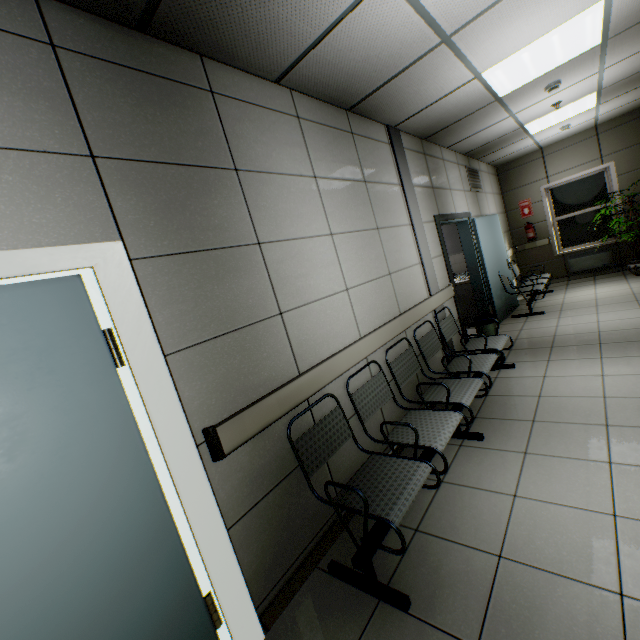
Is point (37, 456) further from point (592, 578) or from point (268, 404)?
point (592, 578)

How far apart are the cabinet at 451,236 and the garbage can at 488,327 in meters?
2.1 m

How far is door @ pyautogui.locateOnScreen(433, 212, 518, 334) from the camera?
4.7m

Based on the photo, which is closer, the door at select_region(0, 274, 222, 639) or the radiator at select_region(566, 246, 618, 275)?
the door at select_region(0, 274, 222, 639)

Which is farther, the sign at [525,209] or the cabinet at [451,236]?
the sign at [525,209]

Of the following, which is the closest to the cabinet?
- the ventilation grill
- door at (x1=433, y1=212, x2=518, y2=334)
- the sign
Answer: door at (x1=433, y1=212, x2=518, y2=334)

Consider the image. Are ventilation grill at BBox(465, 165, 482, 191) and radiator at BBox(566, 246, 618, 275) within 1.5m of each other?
no

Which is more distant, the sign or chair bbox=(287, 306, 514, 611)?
the sign
